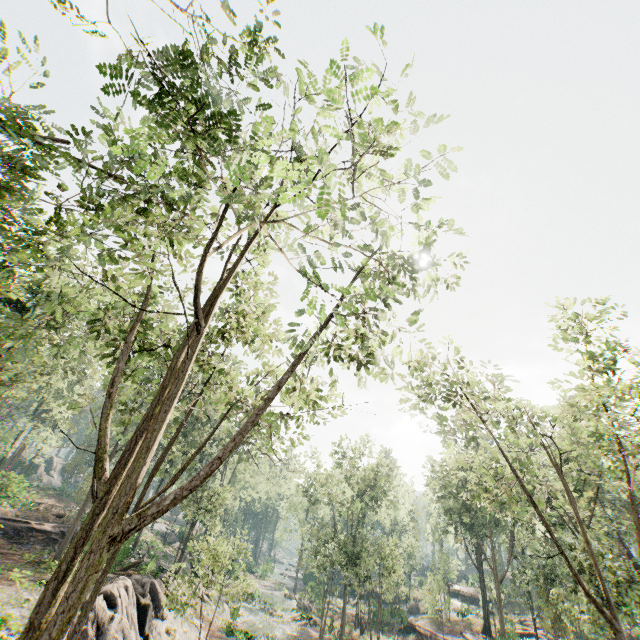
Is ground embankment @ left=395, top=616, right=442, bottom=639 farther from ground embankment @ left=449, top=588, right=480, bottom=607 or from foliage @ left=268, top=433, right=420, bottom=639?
ground embankment @ left=449, top=588, right=480, bottom=607

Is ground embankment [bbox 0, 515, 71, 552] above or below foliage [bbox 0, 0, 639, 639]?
below

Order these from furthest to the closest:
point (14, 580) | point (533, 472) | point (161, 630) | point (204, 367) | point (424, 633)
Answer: point (424, 633) < point (161, 630) < point (14, 580) < point (533, 472) < point (204, 367)

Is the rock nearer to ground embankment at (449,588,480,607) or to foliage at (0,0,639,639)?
foliage at (0,0,639,639)

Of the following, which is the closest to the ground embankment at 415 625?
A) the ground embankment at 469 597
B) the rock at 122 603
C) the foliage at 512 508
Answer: the foliage at 512 508

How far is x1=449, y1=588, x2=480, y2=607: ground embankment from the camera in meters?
52.2 m

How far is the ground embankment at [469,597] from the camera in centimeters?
5222cm

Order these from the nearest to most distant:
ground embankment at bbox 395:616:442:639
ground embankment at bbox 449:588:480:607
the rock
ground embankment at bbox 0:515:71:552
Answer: the rock, ground embankment at bbox 0:515:71:552, ground embankment at bbox 395:616:442:639, ground embankment at bbox 449:588:480:607
